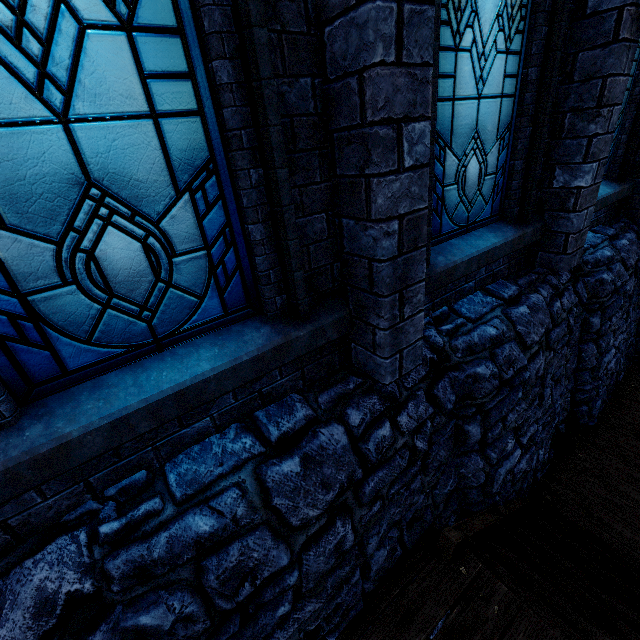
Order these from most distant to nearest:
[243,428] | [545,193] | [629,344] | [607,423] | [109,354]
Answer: [629,344] < [607,423] < [545,193] < [243,428] < [109,354]

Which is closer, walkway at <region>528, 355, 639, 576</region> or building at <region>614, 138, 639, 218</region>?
walkway at <region>528, 355, 639, 576</region>

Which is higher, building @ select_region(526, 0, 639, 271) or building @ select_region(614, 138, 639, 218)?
building @ select_region(526, 0, 639, 271)

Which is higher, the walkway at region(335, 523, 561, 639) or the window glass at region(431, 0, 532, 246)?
the window glass at region(431, 0, 532, 246)

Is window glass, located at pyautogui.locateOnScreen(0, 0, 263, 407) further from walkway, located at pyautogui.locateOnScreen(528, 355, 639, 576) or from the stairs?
walkway, located at pyautogui.locateOnScreen(528, 355, 639, 576)

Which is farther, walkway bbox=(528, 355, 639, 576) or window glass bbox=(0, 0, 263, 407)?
walkway bbox=(528, 355, 639, 576)

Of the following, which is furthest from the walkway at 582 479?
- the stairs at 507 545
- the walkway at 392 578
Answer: the walkway at 392 578

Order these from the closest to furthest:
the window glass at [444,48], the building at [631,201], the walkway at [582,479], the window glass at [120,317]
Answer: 1. the window glass at [120,317]
2. the window glass at [444,48]
3. the walkway at [582,479]
4. the building at [631,201]
